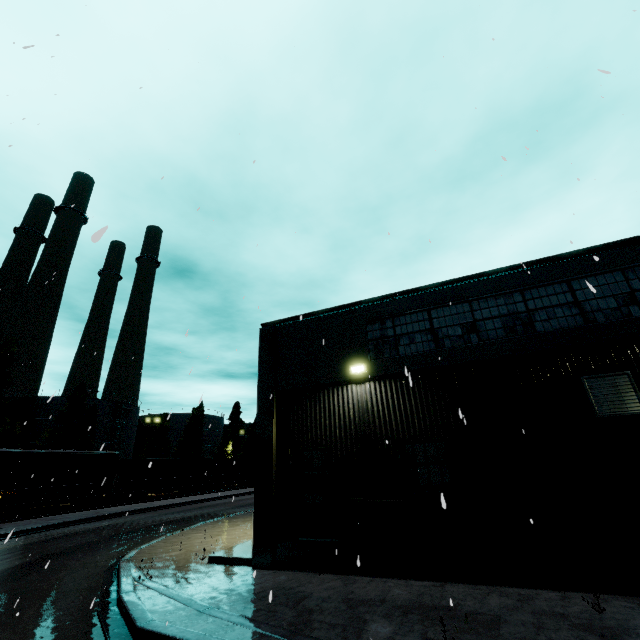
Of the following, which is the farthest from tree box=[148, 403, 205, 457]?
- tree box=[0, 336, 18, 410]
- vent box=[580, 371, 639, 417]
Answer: vent box=[580, 371, 639, 417]

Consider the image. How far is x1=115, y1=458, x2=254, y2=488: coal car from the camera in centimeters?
3453cm

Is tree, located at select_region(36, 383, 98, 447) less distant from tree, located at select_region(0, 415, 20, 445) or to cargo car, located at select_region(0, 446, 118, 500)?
tree, located at select_region(0, 415, 20, 445)

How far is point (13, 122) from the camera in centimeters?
1001cm

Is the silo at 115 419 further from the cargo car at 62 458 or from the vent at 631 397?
the vent at 631 397

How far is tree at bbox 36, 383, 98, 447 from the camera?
40.50m

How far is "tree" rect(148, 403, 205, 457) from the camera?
52.34m

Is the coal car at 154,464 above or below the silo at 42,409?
below
